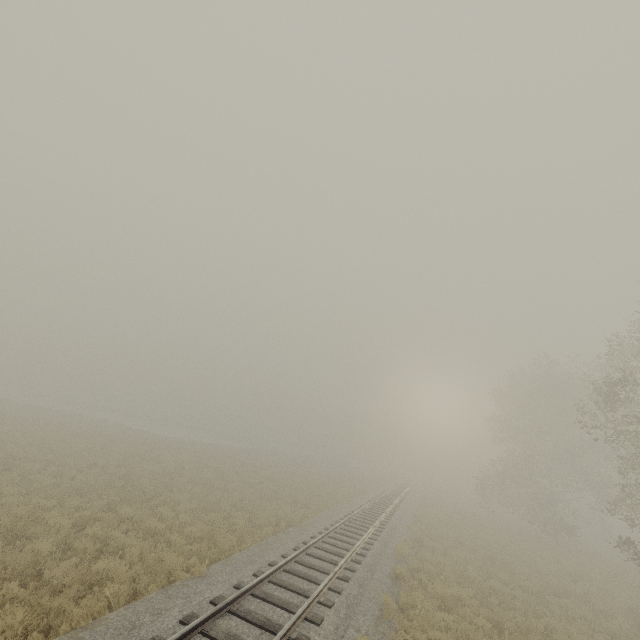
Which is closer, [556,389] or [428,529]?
[428,529]
